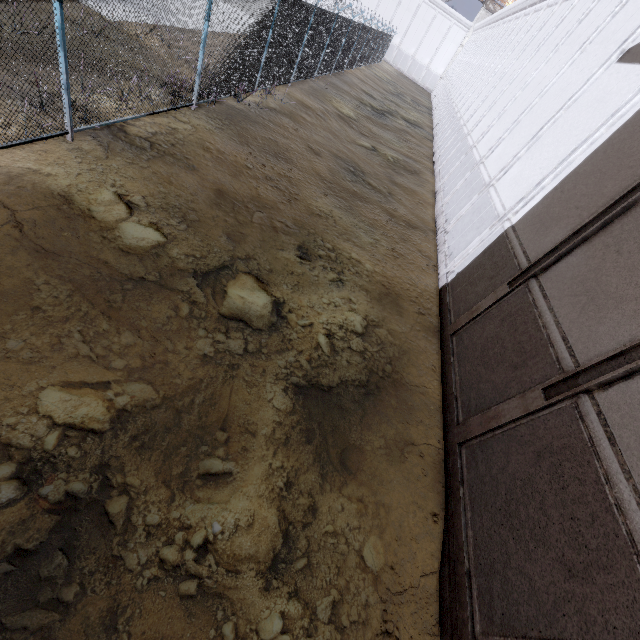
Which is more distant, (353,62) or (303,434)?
(353,62)
